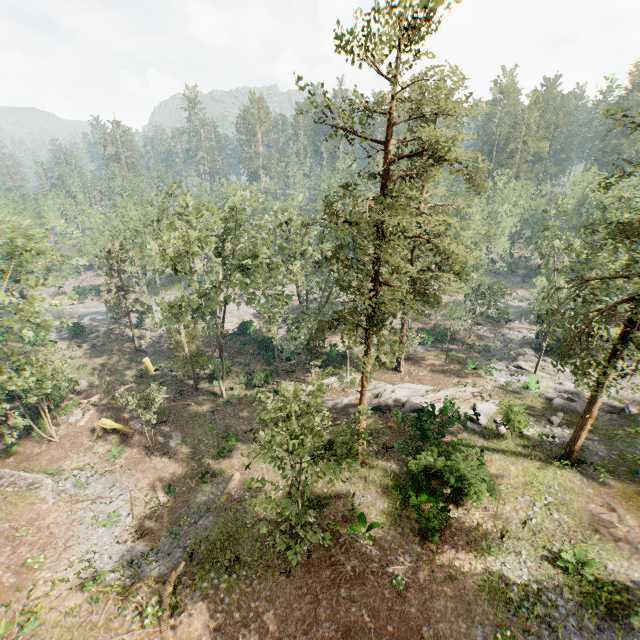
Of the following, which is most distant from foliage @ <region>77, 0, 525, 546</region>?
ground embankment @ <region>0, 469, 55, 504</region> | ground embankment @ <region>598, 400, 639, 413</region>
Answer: ground embankment @ <region>0, 469, 55, 504</region>

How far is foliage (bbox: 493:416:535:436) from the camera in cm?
2302

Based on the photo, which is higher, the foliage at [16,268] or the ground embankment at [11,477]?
the foliage at [16,268]

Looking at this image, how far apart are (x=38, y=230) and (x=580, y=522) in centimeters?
3998cm

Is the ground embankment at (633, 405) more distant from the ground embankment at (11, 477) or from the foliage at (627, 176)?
the ground embankment at (11, 477)

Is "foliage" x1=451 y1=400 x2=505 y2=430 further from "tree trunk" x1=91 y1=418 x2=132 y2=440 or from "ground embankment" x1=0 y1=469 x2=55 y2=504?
"tree trunk" x1=91 y1=418 x2=132 y2=440

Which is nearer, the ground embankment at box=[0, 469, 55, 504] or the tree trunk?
the ground embankment at box=[0, 469, 55, 504]

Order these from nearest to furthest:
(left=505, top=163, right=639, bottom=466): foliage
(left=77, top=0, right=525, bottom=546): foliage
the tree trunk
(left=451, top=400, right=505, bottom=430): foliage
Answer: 1. (left=77, top=0, right=525, bottom=546): foliage
2. (left=505, top=163, right=639, bottom=466): foliage
3. (left=451, top=400, right=505, bottom=430): foliage
4. the tree trunk
